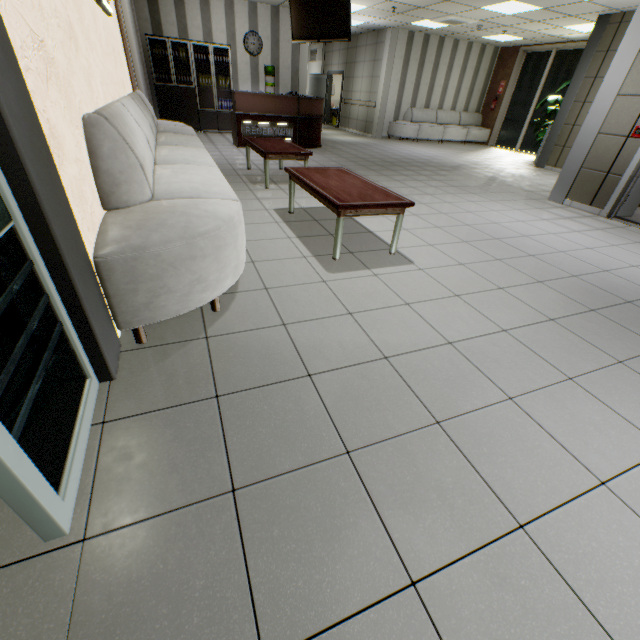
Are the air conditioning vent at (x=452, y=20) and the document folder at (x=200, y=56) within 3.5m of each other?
no

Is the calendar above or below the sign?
above

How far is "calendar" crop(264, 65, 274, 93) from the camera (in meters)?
10.23

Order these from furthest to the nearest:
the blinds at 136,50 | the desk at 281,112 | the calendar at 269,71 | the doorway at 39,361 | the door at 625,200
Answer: the calendar at 269,71
the desk at 281,112
the blinds at 136,50
the door at 625,200
the doorway at 39,361

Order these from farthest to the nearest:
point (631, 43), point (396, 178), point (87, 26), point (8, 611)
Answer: point (396, 178) → point (631, 43) → point (87, 26) → point (8, 611)

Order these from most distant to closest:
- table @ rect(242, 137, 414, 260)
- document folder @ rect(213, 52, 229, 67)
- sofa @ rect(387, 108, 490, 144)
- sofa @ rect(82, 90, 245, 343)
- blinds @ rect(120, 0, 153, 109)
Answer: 1. sofa @ rect(387, 108, 490, 144)
2. document folder @ rect(213, 52, 229, 67)
3. blinds @ rect(120, 0, 153, 109)
4. table @ rect(242, 137, 414, 260)
5. sofa @ rect(82, 90, 245, 343)

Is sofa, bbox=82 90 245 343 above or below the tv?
below

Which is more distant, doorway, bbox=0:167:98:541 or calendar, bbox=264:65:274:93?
calendar, bbox=264:65:274:93
